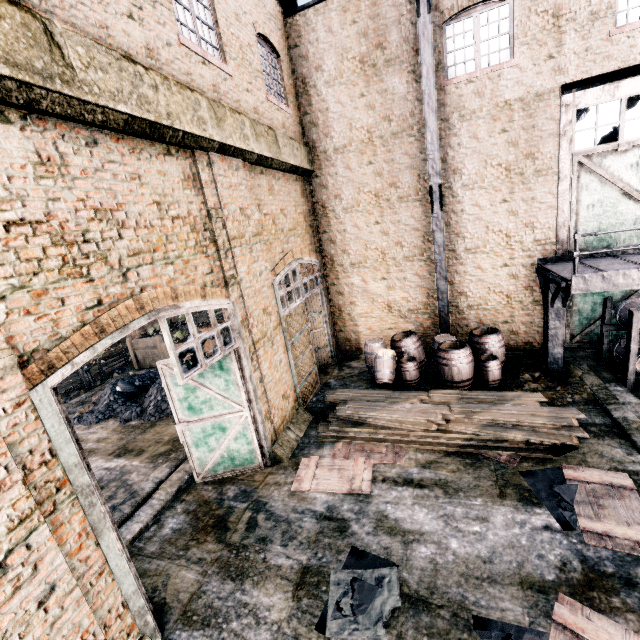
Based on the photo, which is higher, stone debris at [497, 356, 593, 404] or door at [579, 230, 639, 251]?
door at [579, 230, 639, 251]

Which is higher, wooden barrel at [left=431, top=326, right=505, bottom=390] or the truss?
the truss

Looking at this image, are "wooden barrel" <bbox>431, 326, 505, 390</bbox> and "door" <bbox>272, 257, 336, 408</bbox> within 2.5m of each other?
no

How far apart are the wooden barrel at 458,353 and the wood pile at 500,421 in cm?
149

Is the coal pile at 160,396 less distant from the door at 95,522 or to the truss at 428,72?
the door at 95,522

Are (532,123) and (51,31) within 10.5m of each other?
no

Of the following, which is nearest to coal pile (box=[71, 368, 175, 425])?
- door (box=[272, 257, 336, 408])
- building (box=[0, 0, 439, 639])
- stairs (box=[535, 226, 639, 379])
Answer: door (box=[272, 257, 336, 408])

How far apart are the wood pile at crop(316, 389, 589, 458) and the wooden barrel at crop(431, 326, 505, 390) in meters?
1.5 m
